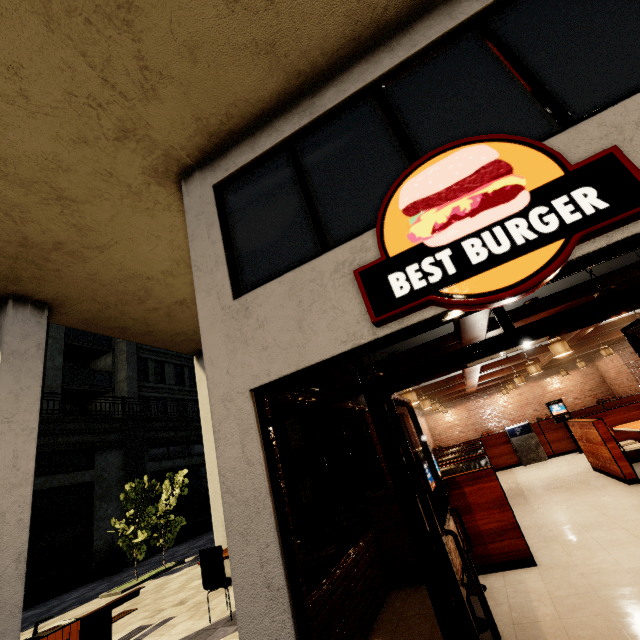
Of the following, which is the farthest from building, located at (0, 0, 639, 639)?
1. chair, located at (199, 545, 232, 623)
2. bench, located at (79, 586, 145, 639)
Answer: chair, located at (199, 545, 232, 623)

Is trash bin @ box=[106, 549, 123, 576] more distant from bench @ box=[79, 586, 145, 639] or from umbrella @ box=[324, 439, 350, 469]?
umbrella @ box=[324, 439, 350, 469]

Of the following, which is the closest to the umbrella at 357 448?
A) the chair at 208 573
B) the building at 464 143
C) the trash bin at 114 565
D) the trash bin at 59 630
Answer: the building at 464 143

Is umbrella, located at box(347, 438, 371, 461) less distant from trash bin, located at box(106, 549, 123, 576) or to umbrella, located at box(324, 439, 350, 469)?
umbrella, located at box(324, 439, 350, 469)

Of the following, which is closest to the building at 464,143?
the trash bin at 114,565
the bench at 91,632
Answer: the trash bin at 114,565

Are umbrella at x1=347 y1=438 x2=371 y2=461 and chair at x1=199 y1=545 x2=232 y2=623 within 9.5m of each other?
yes

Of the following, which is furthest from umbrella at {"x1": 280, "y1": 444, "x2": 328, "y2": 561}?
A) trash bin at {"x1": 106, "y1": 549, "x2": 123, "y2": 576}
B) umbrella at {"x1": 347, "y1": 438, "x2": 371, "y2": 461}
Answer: trash bin at {"x1": 106, "y1": 549, "x2": 123, "y2": 576}

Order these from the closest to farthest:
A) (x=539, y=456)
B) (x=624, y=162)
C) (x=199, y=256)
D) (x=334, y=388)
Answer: (x=624, y=162)
(x=199, y=256)
(x=334, y=388)
(x=539, y=456)
